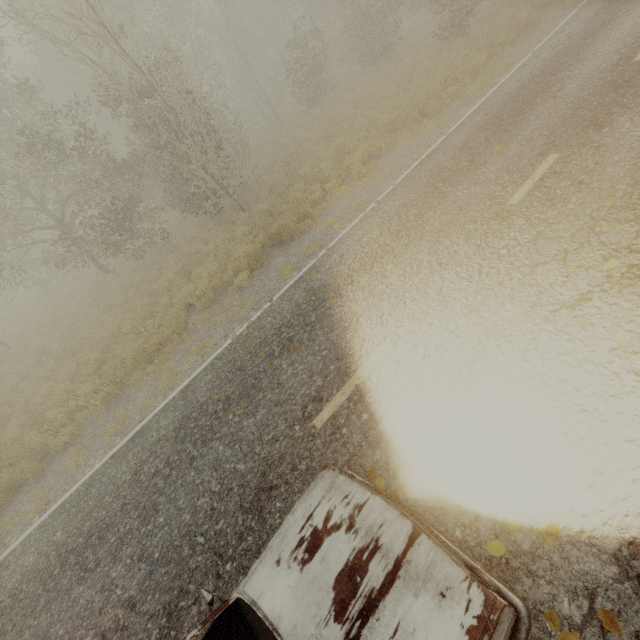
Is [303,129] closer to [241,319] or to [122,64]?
[122,64]
